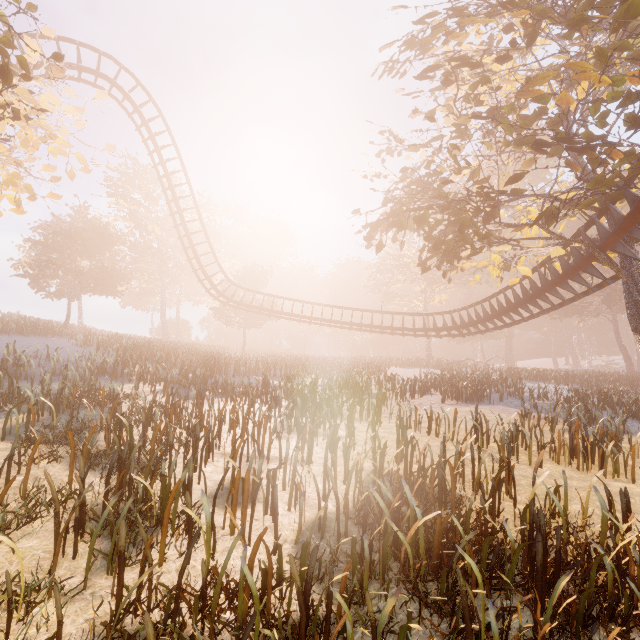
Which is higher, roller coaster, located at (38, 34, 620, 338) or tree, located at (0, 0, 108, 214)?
tree, located at (0, 0, 108, 214)

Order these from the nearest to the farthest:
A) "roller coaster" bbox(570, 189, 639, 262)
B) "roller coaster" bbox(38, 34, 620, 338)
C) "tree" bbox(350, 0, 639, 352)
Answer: "tree" bbox(350, 0, 639, 352) → "roller coaster" bbox(570, 189, 639, 262) → "roller coaster" bbox(38, 34, 620, 338)

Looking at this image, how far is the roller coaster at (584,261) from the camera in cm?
1342

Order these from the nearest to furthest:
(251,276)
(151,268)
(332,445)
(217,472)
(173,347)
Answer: (217,472) → (332,445) → (173,347) → (251,276) → (151,268)

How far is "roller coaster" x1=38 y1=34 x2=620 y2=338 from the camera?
13.4m

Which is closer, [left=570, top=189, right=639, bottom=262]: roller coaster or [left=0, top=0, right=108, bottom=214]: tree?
[left=0, top=0, right=108, bottom=214]: tree

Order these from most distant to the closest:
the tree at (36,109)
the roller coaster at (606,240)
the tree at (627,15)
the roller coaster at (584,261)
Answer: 1. the roller coaster at (584,261)
2. the roller coaster at (606,240)
3. the tree at (627,15)
4. the tree at (36,109)
